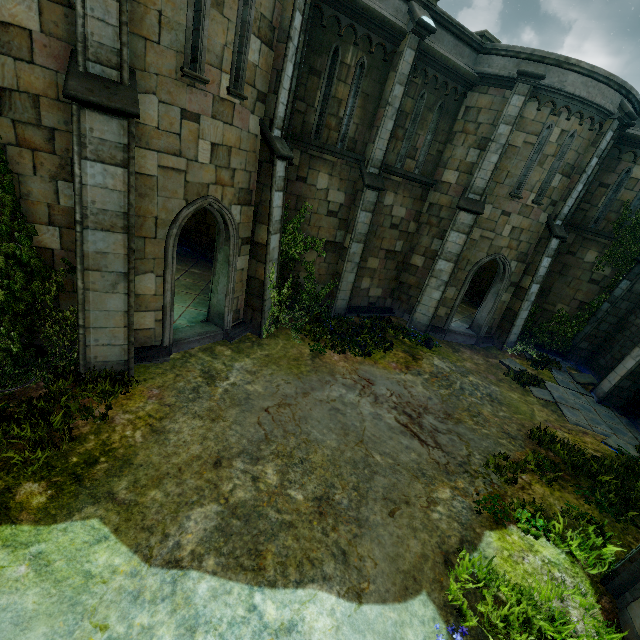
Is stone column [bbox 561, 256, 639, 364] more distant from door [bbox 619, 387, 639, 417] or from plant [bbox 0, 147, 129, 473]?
plant [bbox 0, 147, 129, 473]

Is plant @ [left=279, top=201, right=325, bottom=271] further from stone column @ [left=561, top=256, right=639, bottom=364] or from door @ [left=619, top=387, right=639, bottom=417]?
stone column @ [left=561, top=256, right=639, bottom=364]

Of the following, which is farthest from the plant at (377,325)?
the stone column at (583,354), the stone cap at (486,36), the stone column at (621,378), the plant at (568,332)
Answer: the stone cap at (486,36)

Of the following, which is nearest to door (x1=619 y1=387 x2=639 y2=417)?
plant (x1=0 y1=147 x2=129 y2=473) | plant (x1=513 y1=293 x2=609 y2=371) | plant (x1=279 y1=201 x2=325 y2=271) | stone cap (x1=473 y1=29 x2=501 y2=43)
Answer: plant (x1=513 y1=293 x2=609 y2=371)

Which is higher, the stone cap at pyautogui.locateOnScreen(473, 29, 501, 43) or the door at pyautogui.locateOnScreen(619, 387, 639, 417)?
the stone cap at pyautogui.locateOnScreen(473, 29, 501, 43)

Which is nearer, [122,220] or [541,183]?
[122,220]

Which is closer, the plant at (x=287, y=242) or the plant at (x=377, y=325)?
the plant at (x=377, y=325)

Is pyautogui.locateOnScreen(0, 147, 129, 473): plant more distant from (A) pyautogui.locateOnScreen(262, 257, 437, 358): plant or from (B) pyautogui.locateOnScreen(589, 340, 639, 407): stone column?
(B) pyautogui.locateOnScreen(589, 340, 639, 407): stone column
